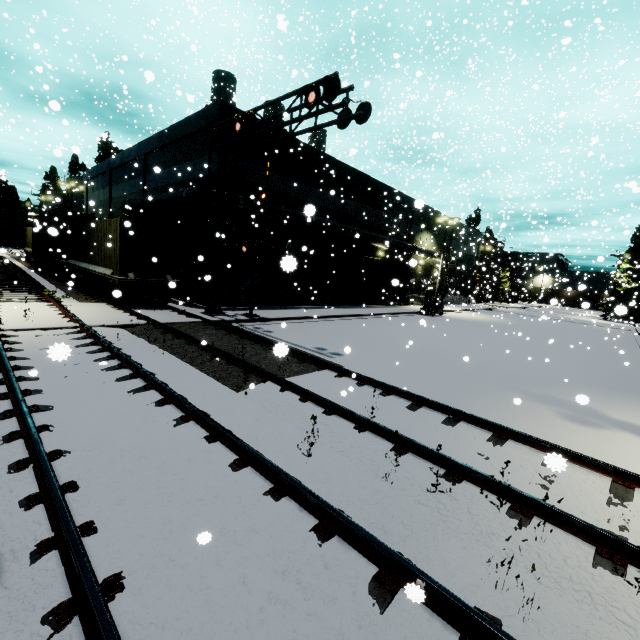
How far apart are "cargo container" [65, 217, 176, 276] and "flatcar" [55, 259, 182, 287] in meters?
0.0

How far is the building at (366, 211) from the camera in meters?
18.8 m

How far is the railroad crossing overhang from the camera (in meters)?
9.93

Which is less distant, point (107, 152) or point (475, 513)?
point (475, 513)

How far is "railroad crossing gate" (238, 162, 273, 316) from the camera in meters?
15.5 m

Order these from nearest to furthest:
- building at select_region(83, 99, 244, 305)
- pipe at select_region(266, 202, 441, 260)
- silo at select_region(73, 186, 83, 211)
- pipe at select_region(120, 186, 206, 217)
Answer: pipe at select_region(120, 186, 206, 217) < building at select_region(83, 99, 244, 305) < pipe at select_region(266, 202, 441, 260) < silo at select_region(73, 186, 83, 211)

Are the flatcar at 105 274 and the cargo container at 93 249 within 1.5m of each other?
yes

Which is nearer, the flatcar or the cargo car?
the flatcar
